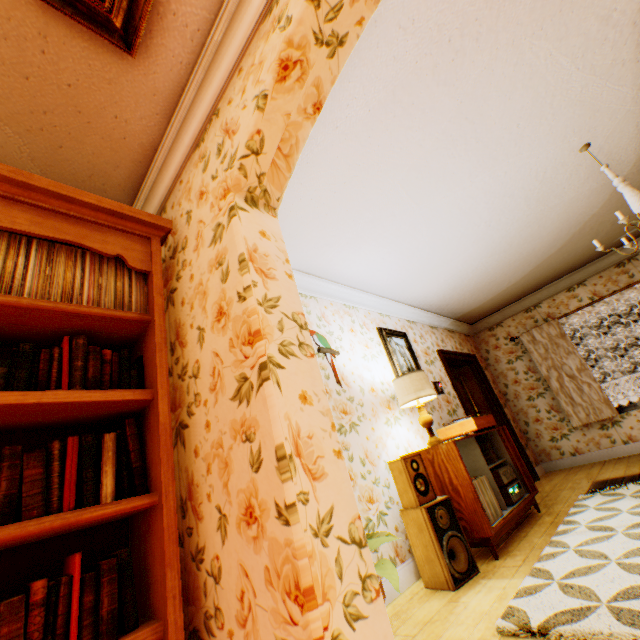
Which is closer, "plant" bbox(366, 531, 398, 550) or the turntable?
"plant" bbox(366, 531, 398, 550)

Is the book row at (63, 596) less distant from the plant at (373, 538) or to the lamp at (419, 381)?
the plant at (373, 538)

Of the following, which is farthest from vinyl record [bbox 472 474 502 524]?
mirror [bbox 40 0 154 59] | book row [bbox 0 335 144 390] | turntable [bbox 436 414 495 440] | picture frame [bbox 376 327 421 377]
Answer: mirror [bbox 40 0 154 59]

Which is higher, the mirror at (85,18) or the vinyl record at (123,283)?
the mirror at (85,18)

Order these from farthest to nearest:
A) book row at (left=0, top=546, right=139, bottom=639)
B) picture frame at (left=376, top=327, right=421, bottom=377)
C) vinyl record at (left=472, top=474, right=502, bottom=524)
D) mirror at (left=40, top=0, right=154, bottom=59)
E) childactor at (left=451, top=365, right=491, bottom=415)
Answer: childactor at (left=451, top=365, right=491, bottom=415)
picture frame at (left=376, top=327, right=421, bottom=377)
vinyl record at (left=472, top=474, right=502, bottom=524)
mirror at (left=40, top=0, right=154, bottom=59)
book row at (left=0, top=546, right=139, bottom=639)

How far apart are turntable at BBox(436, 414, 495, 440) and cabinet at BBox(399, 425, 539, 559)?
0.02m

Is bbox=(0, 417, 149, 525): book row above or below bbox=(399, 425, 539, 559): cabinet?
above

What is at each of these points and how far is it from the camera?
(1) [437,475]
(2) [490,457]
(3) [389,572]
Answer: (1) cabinet, 3.13m
(2) vinyl record, 3.85m
(3) plant, 1.87m
